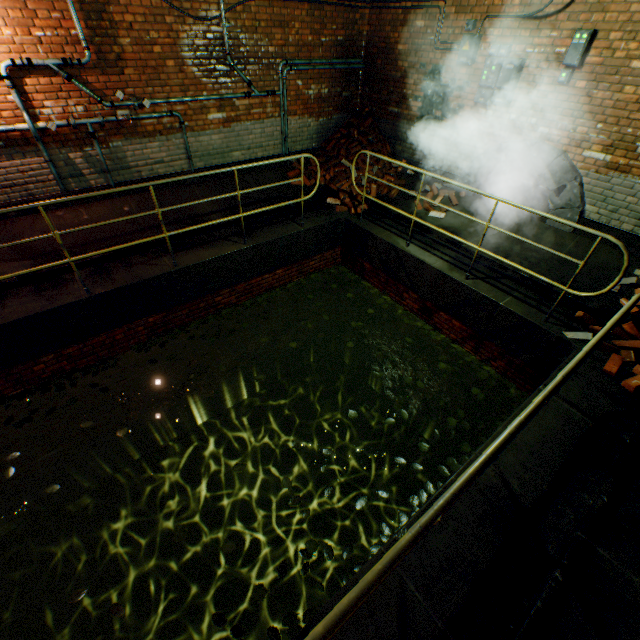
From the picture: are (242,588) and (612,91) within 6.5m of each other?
no

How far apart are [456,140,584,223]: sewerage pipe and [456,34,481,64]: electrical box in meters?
1.5 m

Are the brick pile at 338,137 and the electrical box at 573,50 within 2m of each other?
no

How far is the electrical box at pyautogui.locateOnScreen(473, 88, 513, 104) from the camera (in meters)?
5.46

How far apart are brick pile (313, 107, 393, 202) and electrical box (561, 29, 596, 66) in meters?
3.2 m

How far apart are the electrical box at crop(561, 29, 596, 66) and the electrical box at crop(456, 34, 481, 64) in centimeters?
151cm

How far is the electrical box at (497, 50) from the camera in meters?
5.2

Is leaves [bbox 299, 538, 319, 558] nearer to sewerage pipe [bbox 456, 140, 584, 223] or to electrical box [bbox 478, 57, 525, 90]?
sewerage pipe [bbox 456, 140, 584, 223]
